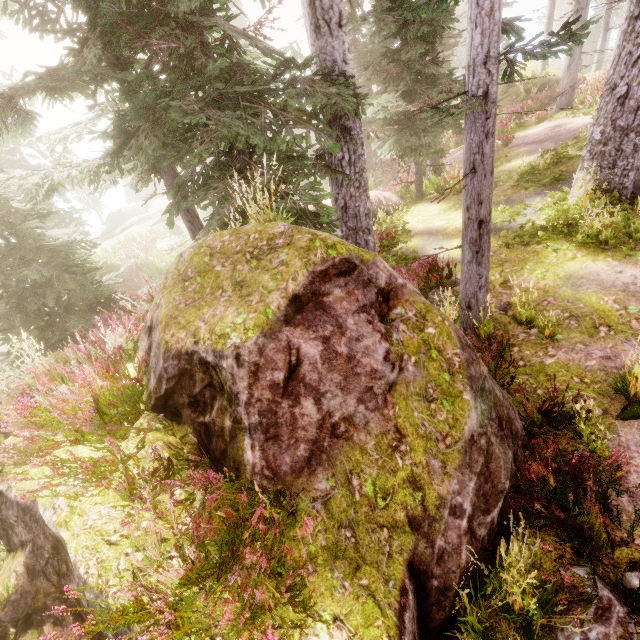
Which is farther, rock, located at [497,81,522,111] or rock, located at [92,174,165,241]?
rock, located at [92,174,165,241]

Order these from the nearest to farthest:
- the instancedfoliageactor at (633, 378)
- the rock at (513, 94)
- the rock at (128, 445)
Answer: the rock at (128, 445)
the instancedfoliageactor at (633, 378)
the rock at (513, 94)

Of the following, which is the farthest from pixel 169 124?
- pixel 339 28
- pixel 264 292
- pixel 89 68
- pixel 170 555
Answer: pixel 170 555

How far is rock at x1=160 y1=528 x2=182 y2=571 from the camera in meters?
2.9

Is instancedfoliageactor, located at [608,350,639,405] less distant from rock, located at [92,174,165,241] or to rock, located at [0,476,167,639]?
rock, located at [0,476,167,639]

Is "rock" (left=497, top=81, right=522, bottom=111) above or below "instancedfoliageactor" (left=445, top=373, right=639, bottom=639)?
above

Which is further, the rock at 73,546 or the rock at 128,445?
the rock at 128,445

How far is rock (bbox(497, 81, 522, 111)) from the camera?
22.3 meters
